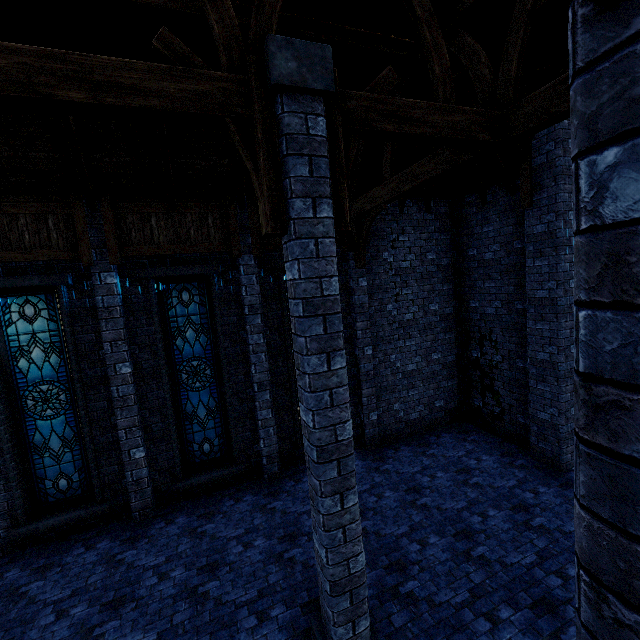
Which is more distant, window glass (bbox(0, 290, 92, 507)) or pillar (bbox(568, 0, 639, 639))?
window glass (bbox(0, 290, 92, 507))

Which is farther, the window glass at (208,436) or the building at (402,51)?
the window glass at (208,436)

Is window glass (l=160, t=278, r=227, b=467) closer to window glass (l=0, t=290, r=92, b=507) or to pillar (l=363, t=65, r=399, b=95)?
window glass (l=0, t=290, r=92, b=507)

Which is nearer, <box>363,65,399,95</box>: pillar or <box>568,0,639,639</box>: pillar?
<box>568,0,639,639</box>: pillar

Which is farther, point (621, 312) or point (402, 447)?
point (402, 447)

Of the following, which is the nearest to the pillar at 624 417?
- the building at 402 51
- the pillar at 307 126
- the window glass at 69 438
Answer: the building at 402 51

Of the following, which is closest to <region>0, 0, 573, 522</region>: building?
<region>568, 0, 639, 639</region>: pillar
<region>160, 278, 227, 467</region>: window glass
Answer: <region>568, 0, 639, 639</region>: pillar

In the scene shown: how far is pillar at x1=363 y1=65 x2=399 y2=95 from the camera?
3.6 meters
